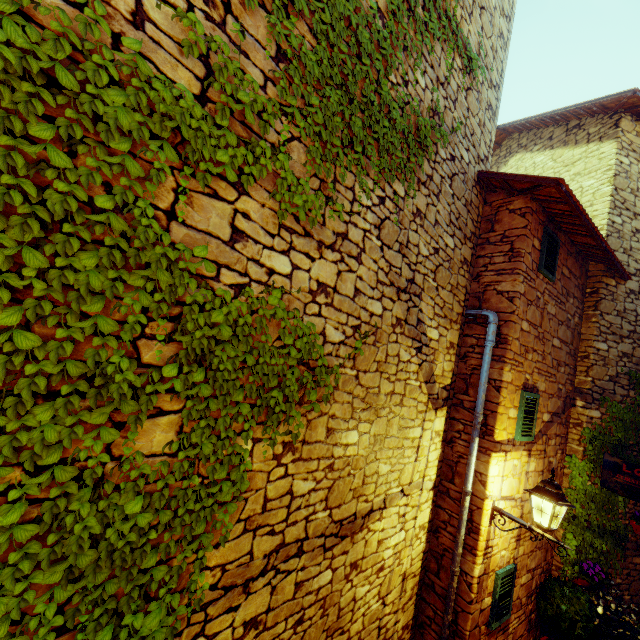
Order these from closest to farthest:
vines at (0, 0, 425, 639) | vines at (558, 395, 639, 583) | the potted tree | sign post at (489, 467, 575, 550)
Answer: vines at (0, 0, 425, 639) < sign post at (489, 467, 575, 550) < the potted tree < vines at (558, 395, 639, 583)

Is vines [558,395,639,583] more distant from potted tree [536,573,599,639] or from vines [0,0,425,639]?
vines [0,0,425,639]

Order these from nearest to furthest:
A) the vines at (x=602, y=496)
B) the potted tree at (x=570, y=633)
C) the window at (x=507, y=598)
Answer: the window at (x=507, y=598) → the potted tree at (x=570, y=633) → the vines at (x=602, y=496)

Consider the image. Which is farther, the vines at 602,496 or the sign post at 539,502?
the vines at 602,496

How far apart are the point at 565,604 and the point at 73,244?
7.6 meters

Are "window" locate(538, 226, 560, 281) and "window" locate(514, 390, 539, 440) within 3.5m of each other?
yes

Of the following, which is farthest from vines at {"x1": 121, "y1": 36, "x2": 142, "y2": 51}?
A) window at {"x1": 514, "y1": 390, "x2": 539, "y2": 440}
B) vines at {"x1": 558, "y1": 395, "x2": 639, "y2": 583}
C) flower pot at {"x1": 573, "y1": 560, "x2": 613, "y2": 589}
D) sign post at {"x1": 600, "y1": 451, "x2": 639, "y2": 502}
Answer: flower pot at {"x1": 573, "y1": 560, "x2": 613, "y2": 589}

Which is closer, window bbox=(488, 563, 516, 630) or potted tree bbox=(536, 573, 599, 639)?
window bbox=(488, 563, 516, 630)
